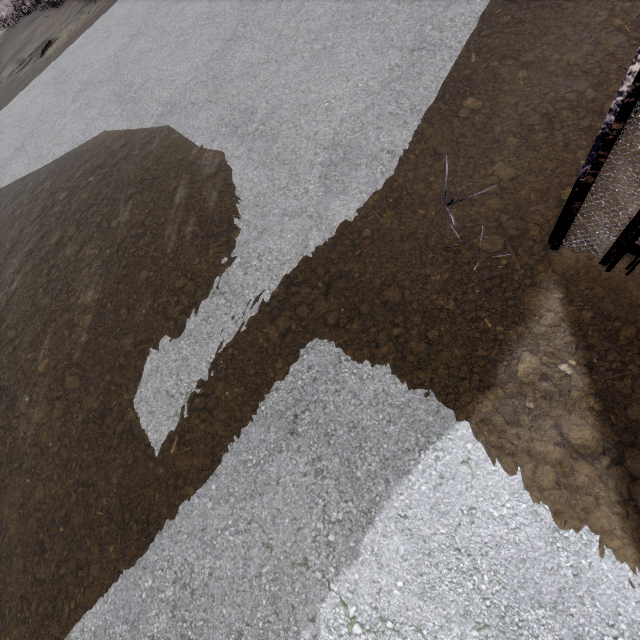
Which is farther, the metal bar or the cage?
the metal bar

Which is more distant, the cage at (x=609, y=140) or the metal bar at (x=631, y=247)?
the metal bar at (x=631, y=247)

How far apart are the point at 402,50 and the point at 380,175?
2.5 meters
